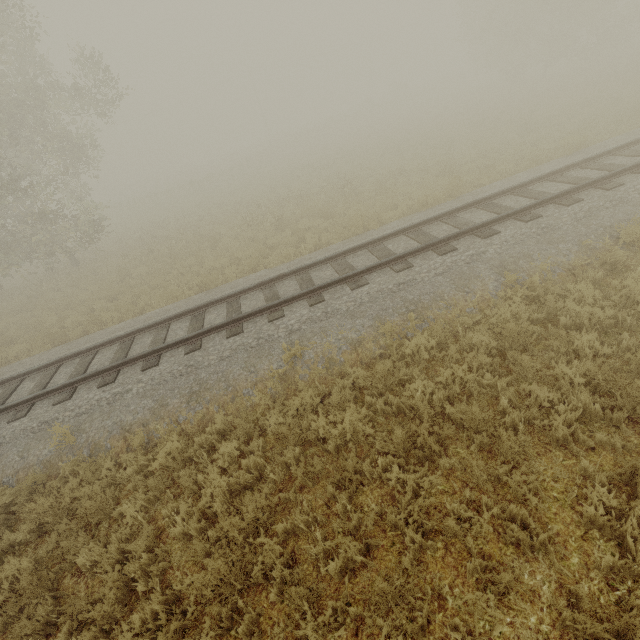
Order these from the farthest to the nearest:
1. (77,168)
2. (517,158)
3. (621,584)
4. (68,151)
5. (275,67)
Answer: (275,67) → (77,168) → (68,151) → (517,158) → (621,584)
